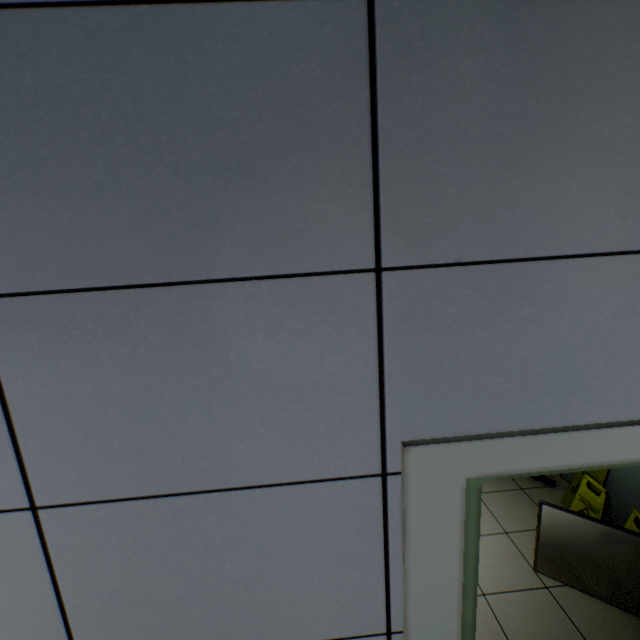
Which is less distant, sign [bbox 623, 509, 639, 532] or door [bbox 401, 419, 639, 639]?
door [bbox 401, 419, 639, 639]

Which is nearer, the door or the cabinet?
the door

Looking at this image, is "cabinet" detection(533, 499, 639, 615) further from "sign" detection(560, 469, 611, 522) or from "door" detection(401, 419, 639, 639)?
"door" detection(401, 419, 639, 639)

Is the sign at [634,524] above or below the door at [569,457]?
below

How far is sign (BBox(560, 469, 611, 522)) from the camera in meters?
2.6

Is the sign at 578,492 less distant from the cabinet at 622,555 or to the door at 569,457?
the cabinet at 622,555

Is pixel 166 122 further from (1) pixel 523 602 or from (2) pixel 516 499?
(2) pixel 516 499
